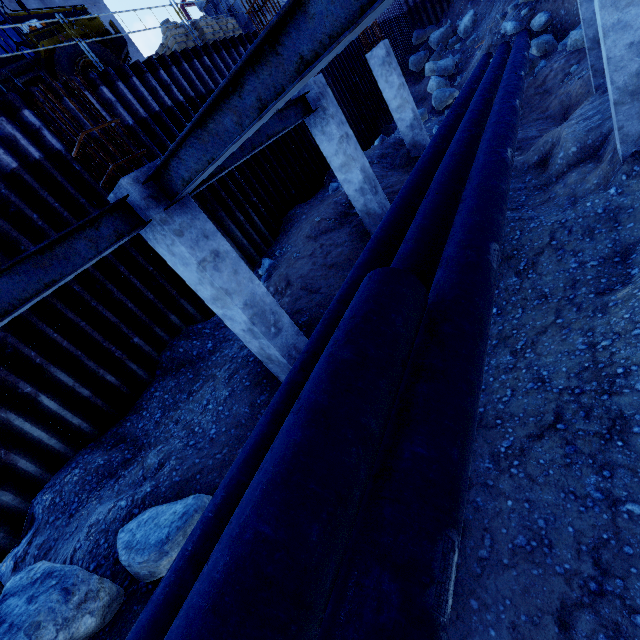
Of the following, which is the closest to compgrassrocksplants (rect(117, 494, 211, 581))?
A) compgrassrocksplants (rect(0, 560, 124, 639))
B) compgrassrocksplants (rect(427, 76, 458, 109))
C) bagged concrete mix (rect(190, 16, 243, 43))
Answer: compgrassrocksplants (rect(0, 560, 124, 639))

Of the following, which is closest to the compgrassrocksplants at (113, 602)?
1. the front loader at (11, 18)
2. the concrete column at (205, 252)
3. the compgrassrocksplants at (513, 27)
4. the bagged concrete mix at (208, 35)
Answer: the concrete column at (205, 252)

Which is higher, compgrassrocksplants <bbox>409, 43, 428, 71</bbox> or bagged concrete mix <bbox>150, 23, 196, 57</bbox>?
bagged concrete mix <bbox>150, 23, 196, 57</bbox>

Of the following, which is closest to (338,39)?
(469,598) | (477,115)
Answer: (469,598)

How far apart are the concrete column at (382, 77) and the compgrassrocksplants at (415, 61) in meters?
15.5 m

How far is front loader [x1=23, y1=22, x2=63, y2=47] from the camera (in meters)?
9.41

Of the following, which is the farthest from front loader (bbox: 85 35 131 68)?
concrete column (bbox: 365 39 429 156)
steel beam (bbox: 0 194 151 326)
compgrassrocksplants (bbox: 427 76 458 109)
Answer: compgrassrocksplants (bbox: 427 76 458 109)

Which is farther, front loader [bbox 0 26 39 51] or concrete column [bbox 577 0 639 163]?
front loader [bbox 0 26 39 51]
